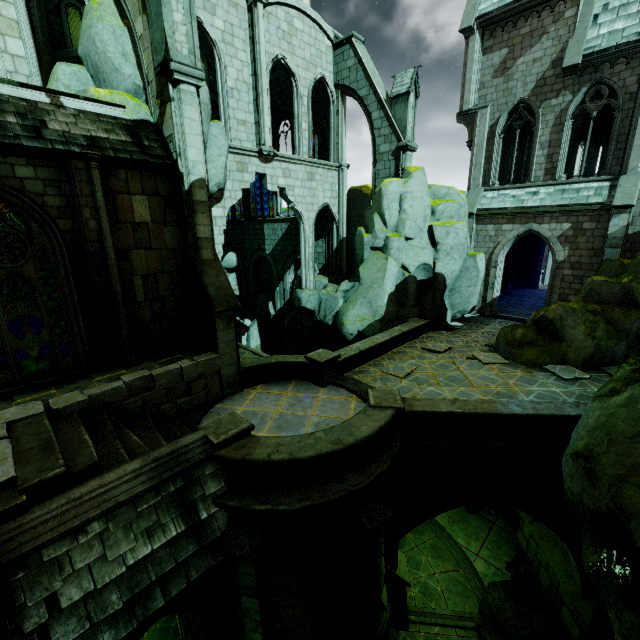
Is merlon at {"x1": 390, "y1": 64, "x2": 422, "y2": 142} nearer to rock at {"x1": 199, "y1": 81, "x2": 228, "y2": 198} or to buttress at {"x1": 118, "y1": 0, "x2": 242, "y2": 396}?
rock at {"x1": 199, "y1": 81, "x2": 228, "y2": 198}

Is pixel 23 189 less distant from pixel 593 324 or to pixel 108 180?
pixel 108 180

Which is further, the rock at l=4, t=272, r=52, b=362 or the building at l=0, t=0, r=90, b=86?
the rock at l=4, t=272, r=52, b=362

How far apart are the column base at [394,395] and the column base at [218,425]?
2.9m

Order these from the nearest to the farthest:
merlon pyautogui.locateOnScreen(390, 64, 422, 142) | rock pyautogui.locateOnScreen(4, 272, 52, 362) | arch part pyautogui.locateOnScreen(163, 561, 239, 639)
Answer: arch part pyautogui.locateOnScreen(163, 561, 239, 639)
rock pyautogui.locateOnScreen(4, 272, 52, 362)
merlon pyautogui.locateOnScreen(390, 64, 422, 142)

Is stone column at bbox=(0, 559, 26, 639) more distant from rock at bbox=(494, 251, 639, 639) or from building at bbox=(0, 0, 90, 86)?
building at bbox=(0, 0, 90, 86)

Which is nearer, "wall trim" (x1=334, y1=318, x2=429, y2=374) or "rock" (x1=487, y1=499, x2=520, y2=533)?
"wall trim" (x1=334, y1=318, x2=429, y2=374)

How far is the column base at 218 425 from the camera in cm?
680
